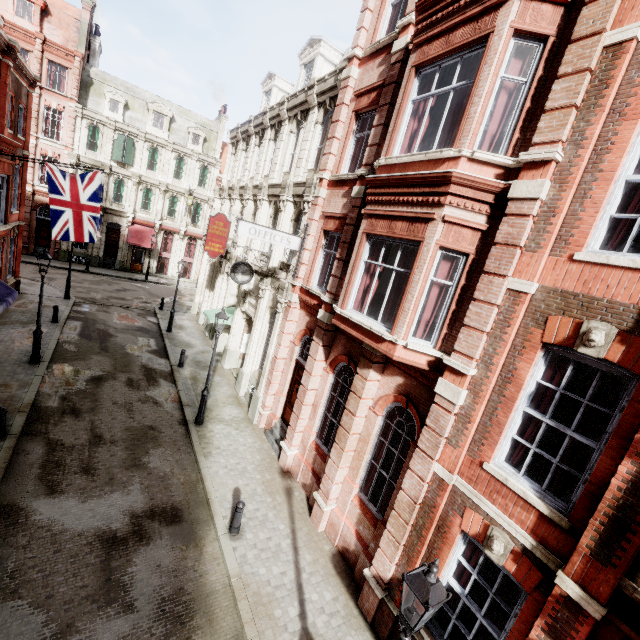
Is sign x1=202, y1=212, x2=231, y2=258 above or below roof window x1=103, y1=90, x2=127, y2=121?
below

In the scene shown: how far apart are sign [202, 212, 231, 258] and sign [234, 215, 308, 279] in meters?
7.8

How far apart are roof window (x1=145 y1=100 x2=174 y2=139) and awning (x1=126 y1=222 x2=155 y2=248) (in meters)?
9.05

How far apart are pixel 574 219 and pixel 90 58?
→ 43.3 meters

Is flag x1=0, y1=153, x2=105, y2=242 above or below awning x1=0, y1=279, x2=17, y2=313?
above

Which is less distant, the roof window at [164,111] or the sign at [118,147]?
the sign at [118,147]

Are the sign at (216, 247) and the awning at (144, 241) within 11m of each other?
no

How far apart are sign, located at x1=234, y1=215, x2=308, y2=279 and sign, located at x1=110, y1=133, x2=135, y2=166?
28.1 meters
